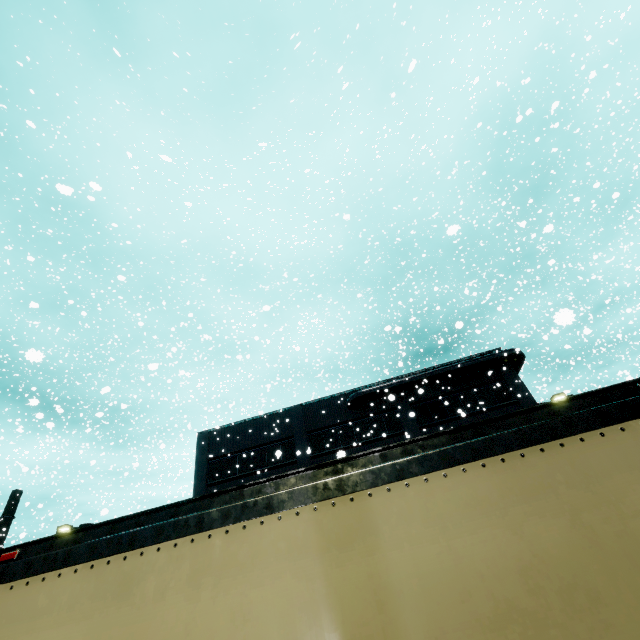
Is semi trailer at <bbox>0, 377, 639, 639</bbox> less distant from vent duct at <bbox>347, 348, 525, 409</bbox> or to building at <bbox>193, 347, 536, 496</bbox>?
building at <bbox>193, 347, 536, 496</bbox>

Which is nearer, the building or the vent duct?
the building

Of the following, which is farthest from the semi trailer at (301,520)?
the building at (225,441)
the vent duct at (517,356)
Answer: the vent duct at (517,356)

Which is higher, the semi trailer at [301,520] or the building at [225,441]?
the building at [225,441]

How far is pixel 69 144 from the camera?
17.14m

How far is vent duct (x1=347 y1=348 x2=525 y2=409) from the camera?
23.0m

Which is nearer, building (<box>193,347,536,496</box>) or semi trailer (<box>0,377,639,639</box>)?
semi trailer (<box>0,377,639,639</box>)
